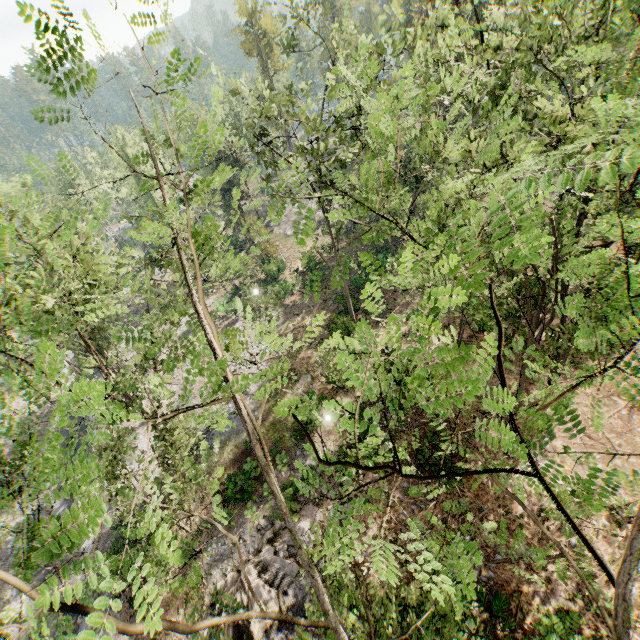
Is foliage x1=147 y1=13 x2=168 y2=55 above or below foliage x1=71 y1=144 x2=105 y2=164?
above

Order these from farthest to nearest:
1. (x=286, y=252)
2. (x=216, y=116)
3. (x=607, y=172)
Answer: (x=286, y=252) → (x=216, y=116) → (x=607, y=172)

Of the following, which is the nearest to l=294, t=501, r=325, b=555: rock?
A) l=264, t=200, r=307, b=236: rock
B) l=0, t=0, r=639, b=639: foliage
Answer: l=0, t=0, r=639, b=639: foliage

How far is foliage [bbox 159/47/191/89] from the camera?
3.08m

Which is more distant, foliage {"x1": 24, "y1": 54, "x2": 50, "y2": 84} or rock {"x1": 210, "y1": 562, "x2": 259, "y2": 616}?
Answer: rock {"x1": 210, "y1": 562, "x2": 259, "y2": 616}

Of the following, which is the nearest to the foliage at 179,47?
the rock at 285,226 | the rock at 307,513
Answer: the rock at 285,226
